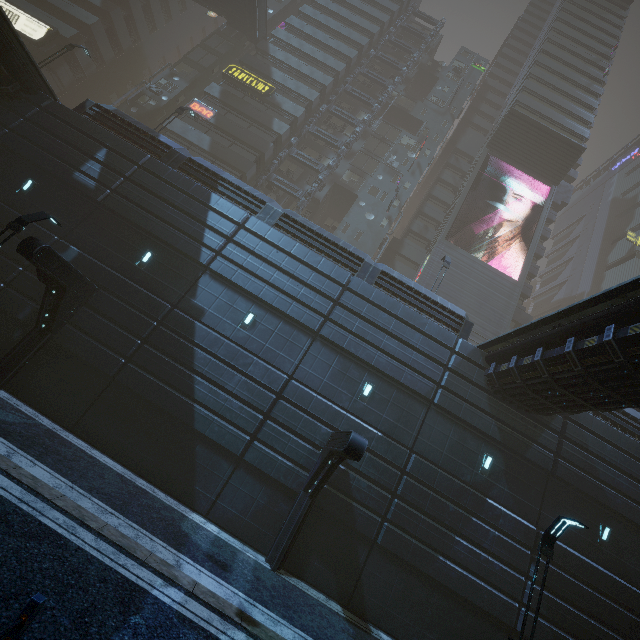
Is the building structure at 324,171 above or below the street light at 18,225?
above

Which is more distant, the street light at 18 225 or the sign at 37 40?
the sign at 37 40

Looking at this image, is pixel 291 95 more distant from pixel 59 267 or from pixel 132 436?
pixel 132 436

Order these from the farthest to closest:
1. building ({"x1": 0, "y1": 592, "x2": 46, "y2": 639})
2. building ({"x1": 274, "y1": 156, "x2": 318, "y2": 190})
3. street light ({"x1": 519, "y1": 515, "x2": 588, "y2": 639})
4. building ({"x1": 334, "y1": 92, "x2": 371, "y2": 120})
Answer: building ({"x1": 334, "y1": 92, "x2": 371, "y2": 120}), building ({"x1": 274, "y1": 156, "x2": 318, "y2": 190}), street light ({"x1": 519, "y1": 515, "x2": 588, "y2": 639}), building ({"x1": 0, "y1": 592, "x2": 46, "y2": 639})

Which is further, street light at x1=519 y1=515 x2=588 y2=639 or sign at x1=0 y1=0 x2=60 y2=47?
sign at x1=0 y1=0 x2=60 y2=47

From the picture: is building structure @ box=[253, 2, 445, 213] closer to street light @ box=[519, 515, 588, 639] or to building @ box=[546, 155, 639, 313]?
building @ box=[546, 155, 639, 313]

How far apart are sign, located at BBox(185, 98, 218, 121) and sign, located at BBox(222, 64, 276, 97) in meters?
4.3

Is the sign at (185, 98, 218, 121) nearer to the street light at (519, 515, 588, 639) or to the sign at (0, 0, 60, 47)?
the sign at (0, 0, 60, 47)
